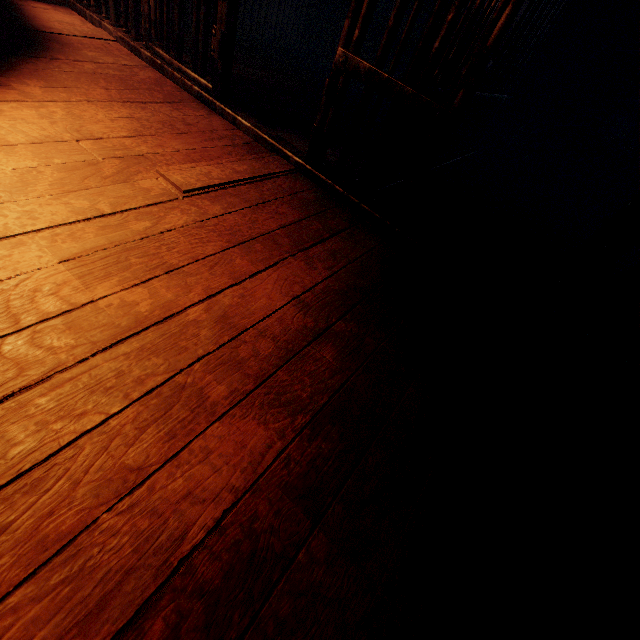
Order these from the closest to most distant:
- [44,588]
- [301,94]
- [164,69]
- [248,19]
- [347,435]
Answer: [44,588]
[347,435]
[164,69]
[301,94]
[248,19]

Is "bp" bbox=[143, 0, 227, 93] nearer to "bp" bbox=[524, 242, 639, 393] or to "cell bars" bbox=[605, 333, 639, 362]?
"cell bars" bbox=[605, 333, 639, 362]

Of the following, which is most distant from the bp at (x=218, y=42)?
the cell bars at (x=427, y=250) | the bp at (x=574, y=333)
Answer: the bp at (x=574, y=333)

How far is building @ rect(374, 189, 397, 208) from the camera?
2.8m

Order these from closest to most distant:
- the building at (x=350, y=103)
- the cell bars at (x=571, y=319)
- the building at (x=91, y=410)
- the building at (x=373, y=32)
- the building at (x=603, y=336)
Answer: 1. the building at (x=91, y=410)
2. the cell bars at (x=571, y=319)
3. the building at (x=603, y=336)
4. the building at (x=350, y=103)
5. the building at (x=373, y=32)

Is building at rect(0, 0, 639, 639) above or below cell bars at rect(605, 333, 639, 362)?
below

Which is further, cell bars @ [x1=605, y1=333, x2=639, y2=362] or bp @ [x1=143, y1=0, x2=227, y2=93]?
bp @ [x1=143, y1=0, x2=227, y2=93]

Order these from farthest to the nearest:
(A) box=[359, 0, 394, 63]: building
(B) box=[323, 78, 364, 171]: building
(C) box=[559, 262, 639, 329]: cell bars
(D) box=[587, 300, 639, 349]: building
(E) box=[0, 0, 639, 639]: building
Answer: (A) box=[359, 0, 394, 63]: building < (B) box=[323, 78, 364, 171]: building < (D) box=[587, 300, 639, 349]: building < (C) box=[559, 262, 639, 329]: cell bars < (E) box=[0, 0, 639, 639]: building
